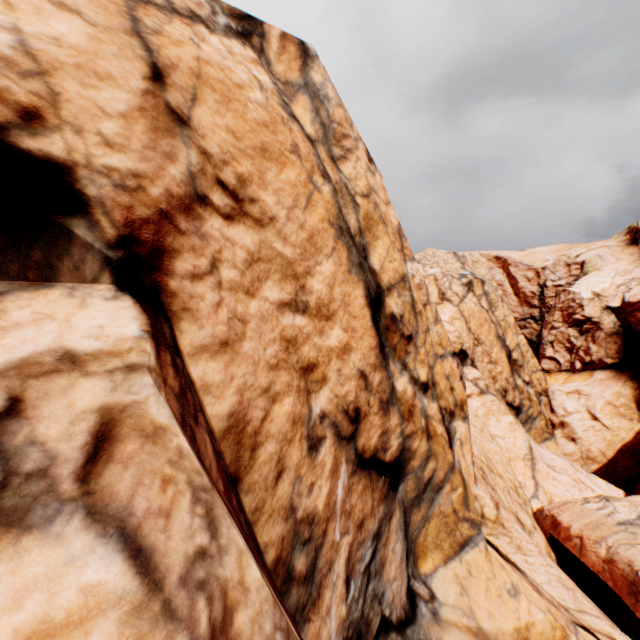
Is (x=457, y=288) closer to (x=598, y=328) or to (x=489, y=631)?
(x=598, y=328)
